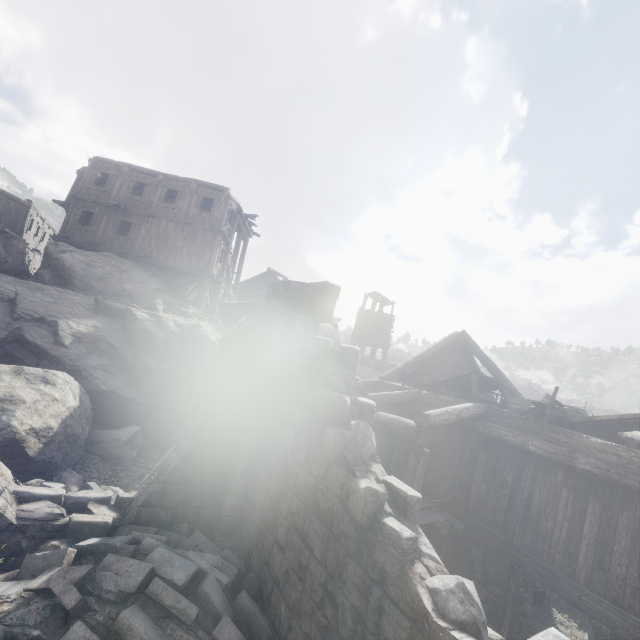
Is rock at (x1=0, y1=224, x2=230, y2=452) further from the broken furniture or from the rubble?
the broken furniture

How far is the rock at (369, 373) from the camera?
28.5m

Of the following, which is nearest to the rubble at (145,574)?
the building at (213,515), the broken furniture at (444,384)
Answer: the building at (213,515)

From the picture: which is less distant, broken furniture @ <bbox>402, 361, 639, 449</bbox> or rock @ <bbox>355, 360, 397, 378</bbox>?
broken furniture @ <bbox>402, 361, 639, 449</bbox>

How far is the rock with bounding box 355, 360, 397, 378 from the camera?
28.5m

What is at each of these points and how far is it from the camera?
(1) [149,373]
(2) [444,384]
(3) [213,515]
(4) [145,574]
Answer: (1) rock, 11.84m
(2) broken furniture, 11.39m
(3) building, 6.22m
(4) rubble, 4.18m

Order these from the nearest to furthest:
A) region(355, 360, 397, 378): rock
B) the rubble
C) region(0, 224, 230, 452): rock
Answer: the rubble < region(0, 224, 230, 452): rock < region(355, 360, 397, 378): rock
